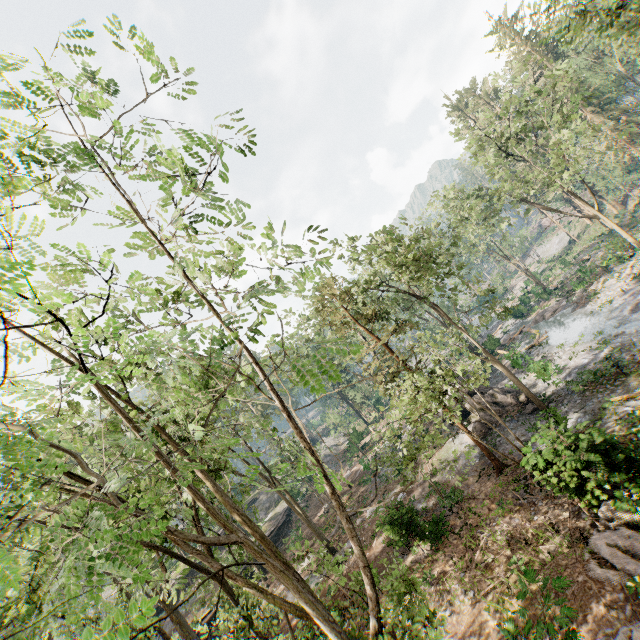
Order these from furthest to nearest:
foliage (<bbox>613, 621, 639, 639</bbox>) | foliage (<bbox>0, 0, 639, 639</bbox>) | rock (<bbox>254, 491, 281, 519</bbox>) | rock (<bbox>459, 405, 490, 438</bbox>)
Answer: rock (<bbox>254, 491, 281, 519</bbox>) < rock (<bbox>459, 405, 490, 438</bbox>) < foliage (<bbox>613, 621, 639, 639</bbox>) < foliage (<bbox>0, 0, 639, 639</bbox>)

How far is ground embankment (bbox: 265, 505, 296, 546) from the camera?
35.81m

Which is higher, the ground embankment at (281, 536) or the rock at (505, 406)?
the ground embankment at (281, 536)

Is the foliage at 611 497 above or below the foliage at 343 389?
below

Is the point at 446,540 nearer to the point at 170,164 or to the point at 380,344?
the point at 380,344

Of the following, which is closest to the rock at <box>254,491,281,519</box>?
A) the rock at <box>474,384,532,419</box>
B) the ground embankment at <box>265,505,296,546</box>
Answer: the ground embankment at <box>265,505,296,546</box>

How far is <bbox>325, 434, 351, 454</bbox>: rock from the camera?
49.90m

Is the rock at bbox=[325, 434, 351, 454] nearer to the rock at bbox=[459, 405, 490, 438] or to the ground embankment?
the ground embankment
